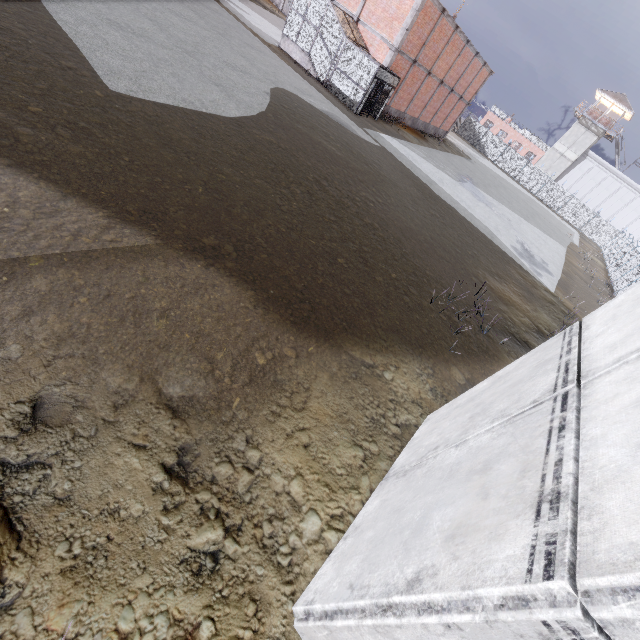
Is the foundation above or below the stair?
above

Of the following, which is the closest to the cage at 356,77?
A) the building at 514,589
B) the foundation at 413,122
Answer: the foundation at 413,122

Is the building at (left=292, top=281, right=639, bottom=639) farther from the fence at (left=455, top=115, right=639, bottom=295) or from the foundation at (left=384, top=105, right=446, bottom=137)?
the foundation at (left=384, top=105, right=446, bottom=137)

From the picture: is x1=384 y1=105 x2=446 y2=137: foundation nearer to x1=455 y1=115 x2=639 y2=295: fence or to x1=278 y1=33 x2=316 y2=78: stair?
x1=278 y1=33 x2=316 y2=78: stair

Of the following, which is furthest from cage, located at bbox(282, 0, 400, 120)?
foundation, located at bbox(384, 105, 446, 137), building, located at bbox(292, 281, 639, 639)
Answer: building, located at bbox(292, 281, 639, 639)

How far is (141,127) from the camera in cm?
772

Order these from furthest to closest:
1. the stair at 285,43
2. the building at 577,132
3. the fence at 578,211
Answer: the building at 577,132, the fence at 578,211, the stair at 285,43

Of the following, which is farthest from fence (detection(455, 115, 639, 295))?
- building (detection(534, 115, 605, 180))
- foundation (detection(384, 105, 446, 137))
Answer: foundation (detection(384, 105, 446, 137))
